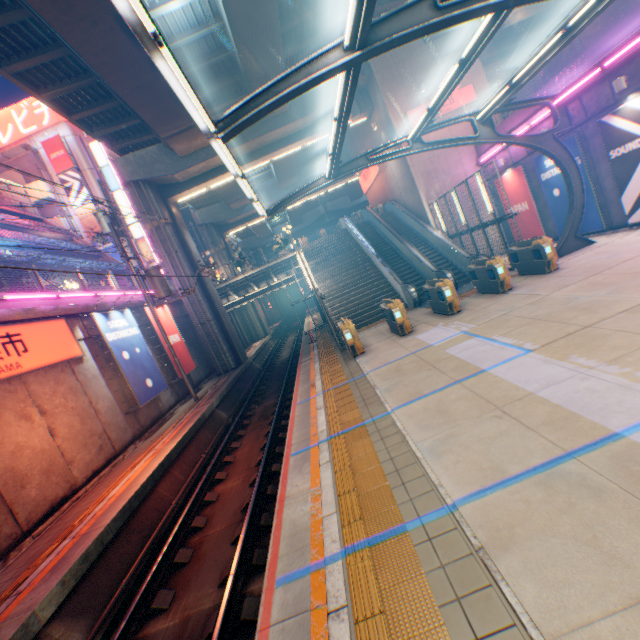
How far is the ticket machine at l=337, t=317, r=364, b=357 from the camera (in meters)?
11.80

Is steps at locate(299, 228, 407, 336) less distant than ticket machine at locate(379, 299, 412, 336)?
No

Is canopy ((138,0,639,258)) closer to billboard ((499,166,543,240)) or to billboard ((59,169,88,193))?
billboard ((499,166,543,240))

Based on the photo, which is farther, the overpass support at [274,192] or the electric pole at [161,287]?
the overpass support at [274,192]

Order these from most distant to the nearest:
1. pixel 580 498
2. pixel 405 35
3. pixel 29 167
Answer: pixel 29 167 → pixel 405 35 → pixel 580 498

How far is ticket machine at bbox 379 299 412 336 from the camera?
11.8m

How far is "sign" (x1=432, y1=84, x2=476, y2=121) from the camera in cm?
1997

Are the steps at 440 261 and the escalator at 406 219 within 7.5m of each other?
yes
